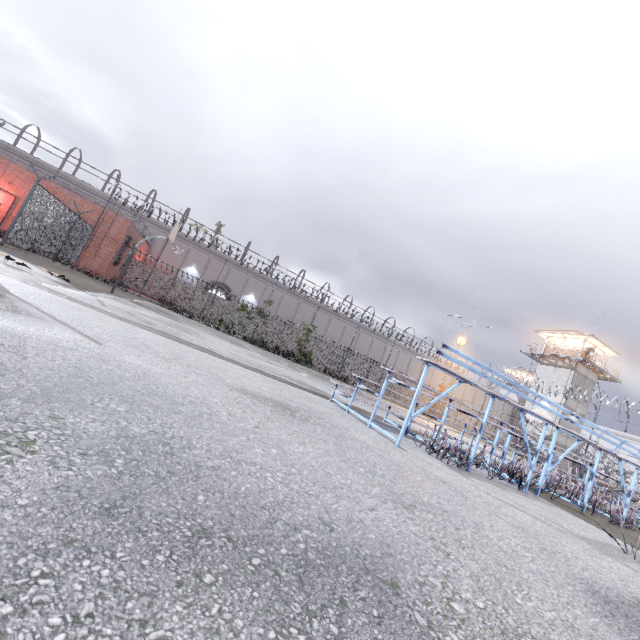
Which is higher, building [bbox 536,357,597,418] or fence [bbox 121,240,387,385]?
building [bbox 536,357,597,418]

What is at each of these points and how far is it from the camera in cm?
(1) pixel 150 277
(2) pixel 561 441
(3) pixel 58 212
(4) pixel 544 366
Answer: (1) fence, 3028
(2) building, 3425
(3) fence, 1545
(4) building, 3775

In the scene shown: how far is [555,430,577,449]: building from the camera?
34.0 meters

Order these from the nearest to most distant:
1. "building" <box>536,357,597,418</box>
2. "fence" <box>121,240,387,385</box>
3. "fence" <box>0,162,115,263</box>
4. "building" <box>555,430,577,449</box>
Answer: "fence" <box>0,162,115,263</box> < "fence" <box>121,240,387,385</box> < "building" <box>555,430,577,449</box> < "building" <box>536,357,597,418</box>

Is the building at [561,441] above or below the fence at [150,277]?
above

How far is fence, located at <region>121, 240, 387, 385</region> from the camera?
29.9 meters

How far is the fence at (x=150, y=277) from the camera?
29.9m

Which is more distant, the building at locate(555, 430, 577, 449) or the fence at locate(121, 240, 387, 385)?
the building at locate(555, 430, 577, 449)
